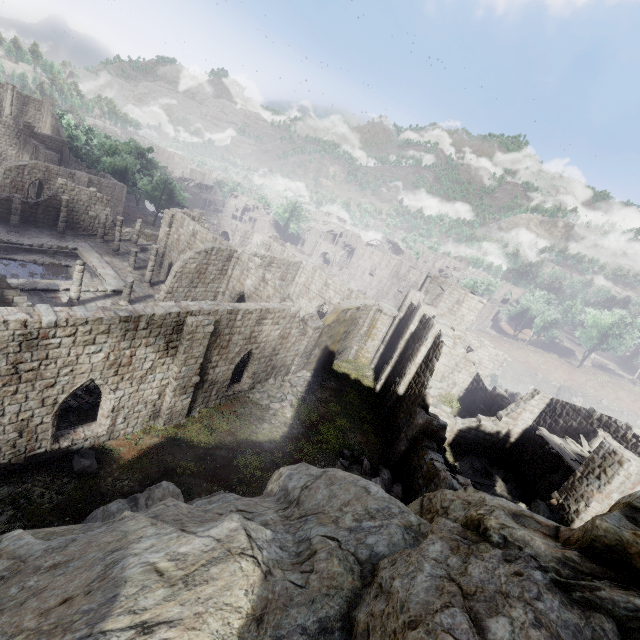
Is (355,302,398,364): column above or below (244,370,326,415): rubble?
above

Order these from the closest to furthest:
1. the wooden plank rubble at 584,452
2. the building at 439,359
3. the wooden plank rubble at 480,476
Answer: the building at 439,359, the wooden plank rubble at 584,452, the wooden plank rubble at 480,476

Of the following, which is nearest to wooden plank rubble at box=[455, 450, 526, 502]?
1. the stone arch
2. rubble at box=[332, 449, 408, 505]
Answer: rubble at box=[332, 449, 408, 505]

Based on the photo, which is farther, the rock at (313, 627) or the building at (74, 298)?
the building at (74, 298)

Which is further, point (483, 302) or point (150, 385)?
point (483, 302)

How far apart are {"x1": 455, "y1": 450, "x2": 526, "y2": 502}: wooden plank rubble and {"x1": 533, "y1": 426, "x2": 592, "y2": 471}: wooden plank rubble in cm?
499

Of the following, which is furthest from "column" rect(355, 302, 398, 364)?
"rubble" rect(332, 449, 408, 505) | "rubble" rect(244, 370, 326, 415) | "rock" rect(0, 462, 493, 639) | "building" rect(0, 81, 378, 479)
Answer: "rock" rect(0, 462, 493, 639)

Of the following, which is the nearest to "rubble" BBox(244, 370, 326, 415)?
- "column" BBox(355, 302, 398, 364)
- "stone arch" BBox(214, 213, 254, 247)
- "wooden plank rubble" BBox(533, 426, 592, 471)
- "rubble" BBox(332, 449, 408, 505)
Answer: "rubble" BBox(332, 449, 408, 505)
